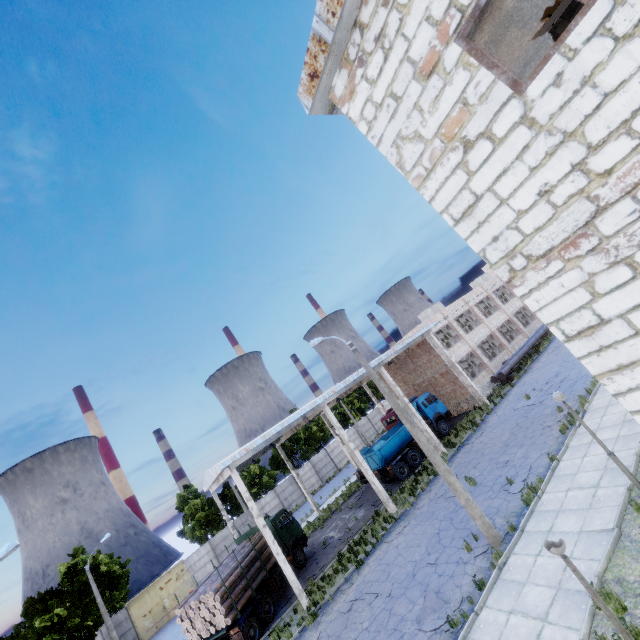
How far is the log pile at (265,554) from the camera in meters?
19.2

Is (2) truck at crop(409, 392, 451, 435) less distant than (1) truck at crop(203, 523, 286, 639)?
No

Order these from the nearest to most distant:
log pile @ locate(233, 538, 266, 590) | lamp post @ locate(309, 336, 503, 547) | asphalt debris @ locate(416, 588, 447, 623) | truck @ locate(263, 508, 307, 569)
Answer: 1. asphalt debris @ locate(416, 588, 447, 623)
2. lamp post @ locate(309, 336, 503, 547)
3. log pile @ locate(233, 538, 266, 590)
4. truck @ locate(263, 508, 307, 569)

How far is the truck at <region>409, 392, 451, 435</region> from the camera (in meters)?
27.20

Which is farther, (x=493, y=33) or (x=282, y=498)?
(x=282, y=498)

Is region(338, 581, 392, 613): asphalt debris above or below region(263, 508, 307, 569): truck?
below

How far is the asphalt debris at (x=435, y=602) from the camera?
10.45m

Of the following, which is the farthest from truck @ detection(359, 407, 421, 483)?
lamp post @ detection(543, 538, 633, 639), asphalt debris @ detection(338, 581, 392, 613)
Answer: lamp post @ detection(543, 538, 633, 639)
